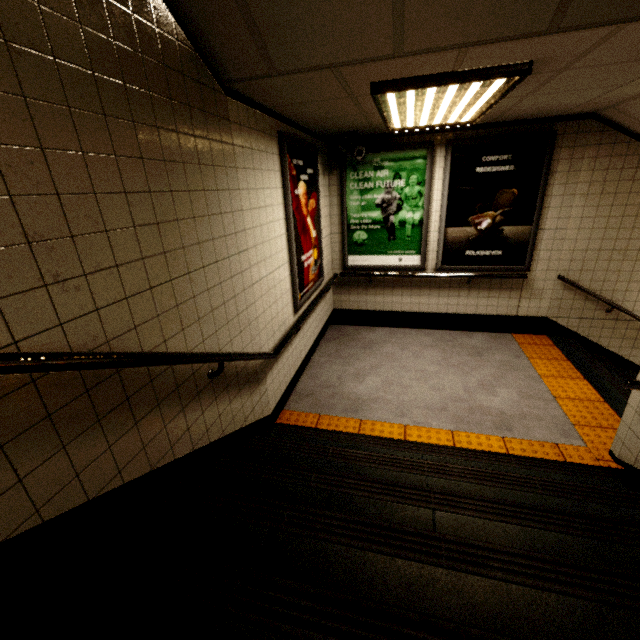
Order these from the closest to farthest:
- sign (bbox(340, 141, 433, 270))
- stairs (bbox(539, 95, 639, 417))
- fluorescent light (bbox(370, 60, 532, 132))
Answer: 1. fluorescent light (bbox(370, 60, 532, 132))
2. stairs (bbox(539, 95, 639, 417))
3. sign (bbox(340, 141, 433, 270))

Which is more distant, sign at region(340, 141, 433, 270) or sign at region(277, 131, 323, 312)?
sign at region(340, 141, 433, 270)

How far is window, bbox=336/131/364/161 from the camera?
4.2m

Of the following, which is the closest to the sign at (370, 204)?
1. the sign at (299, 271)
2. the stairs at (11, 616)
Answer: the sign at (299, 271)

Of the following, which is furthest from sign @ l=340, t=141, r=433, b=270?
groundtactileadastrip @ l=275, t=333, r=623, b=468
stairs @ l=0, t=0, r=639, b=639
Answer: stairs @ l=0, t=0, r=639, b=639

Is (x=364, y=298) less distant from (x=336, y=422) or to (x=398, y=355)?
(x=398, y=355)

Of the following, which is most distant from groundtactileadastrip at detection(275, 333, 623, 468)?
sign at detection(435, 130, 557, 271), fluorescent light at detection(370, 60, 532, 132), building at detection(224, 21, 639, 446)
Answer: fluorescent light at detection(370, 60, 532, 132)

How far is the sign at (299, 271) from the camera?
3.2m
